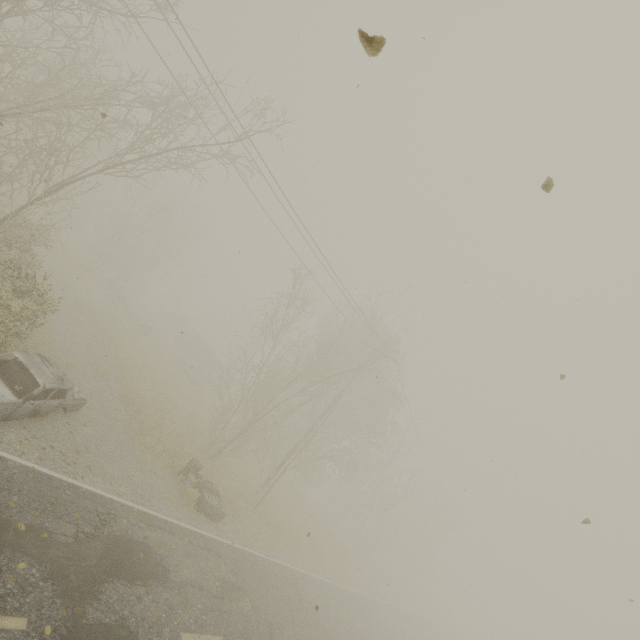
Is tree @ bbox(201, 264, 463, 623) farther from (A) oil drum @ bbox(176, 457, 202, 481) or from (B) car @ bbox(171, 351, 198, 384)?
(B) car @ bbox(171, 351, 198, 384)

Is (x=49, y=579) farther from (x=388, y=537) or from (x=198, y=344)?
(x=388, y=537)

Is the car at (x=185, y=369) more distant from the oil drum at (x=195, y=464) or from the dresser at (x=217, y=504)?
the oil drum at (x=195, y=464)

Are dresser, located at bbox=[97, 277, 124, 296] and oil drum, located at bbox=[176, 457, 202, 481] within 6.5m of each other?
no

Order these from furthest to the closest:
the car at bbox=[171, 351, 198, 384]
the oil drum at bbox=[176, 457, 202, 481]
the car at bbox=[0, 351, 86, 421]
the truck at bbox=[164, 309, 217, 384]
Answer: the truck at bbox=[164, 309, 217, 384] < the car at bbox=[171, 351, 198, 384] < the oil drum at bbox=[176, 457, 202, 481] < the car at bbox=[0, 351, 86, 421]

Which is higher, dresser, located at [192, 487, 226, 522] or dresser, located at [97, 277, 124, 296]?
dresser, located at [97, 277, 124, 296]

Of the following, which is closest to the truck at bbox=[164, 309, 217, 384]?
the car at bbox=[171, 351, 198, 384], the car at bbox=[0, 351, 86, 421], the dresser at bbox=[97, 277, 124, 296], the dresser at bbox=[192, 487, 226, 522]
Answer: the car at bbox=[171, 351, 198, 384]

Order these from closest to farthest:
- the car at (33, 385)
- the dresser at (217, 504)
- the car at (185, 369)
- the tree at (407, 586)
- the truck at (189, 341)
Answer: the car at (33, 385)
the dresser at (217, 504)
the tree at (407, 586)
the car at (185, 369)
the truck at (189, 341)
